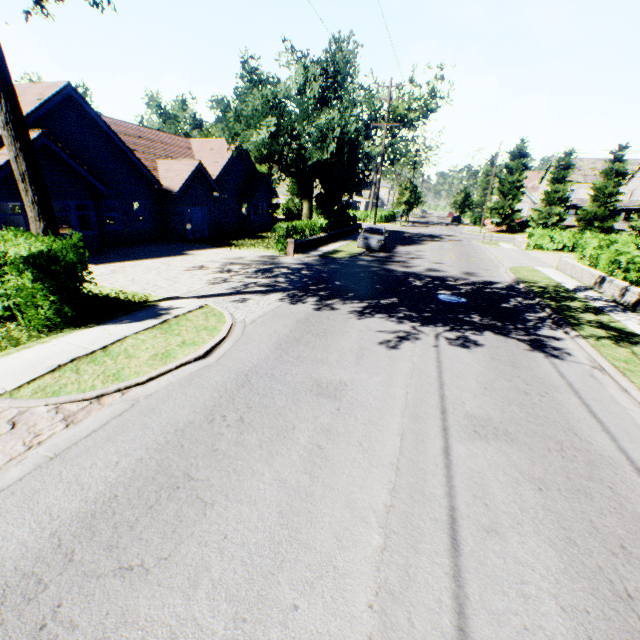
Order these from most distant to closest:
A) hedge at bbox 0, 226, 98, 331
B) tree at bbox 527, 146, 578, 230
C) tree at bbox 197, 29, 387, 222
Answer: tree at bbox 527, 146, 578, 230 < tree at bbox 197, 29, 387, 222 < hedge at bbox 0, 226, 98, 331

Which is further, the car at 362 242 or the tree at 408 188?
the tree at 408 188

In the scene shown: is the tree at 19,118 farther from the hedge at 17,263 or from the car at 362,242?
the car at 362,242

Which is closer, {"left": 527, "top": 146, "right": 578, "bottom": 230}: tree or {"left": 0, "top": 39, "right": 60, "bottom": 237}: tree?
{"left": 0, "top": 39, "right": 60, "bottom": 237}: tree

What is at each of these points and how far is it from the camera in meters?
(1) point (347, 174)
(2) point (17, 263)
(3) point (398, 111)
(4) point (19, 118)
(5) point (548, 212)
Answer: (1) tree, 26.8 m
(2) hedge, 6.9 m
(3) tree, 45.1 m
(4) tree, 7.3 m
(5) tree, 44.1 m
